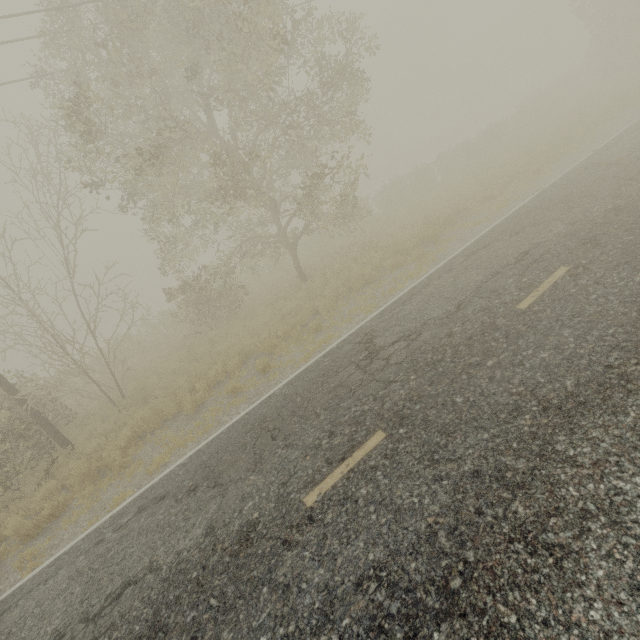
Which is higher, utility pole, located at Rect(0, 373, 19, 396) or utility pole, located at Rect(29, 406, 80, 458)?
utility pole, located at Rect(0, 373, 19, 396)

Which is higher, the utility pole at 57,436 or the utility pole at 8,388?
the utility pole at 8,388

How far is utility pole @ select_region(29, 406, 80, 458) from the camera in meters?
10.7

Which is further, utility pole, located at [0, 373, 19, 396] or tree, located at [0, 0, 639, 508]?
utility pole, located at [0, 373, 19, 396]

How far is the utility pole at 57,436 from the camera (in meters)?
10.73

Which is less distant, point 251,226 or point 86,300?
point 86,300
